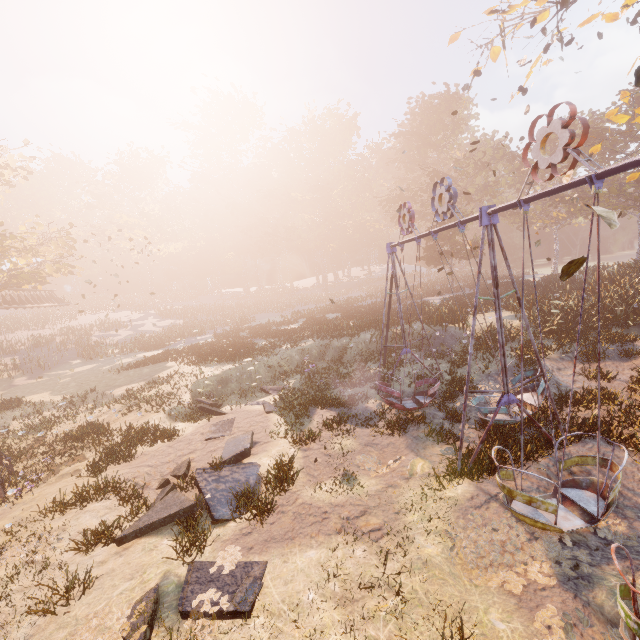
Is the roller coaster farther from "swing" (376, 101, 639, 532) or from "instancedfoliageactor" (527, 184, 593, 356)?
"swing" (376, 101, 639, 532)

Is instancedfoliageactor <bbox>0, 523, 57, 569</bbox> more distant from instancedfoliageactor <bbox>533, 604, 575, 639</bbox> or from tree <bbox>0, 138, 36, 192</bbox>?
tree <bbox>0, 138, 36, 192</bbox>

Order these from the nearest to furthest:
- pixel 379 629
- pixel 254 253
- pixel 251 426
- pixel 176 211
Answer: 1. pixel 379 629
2. pixel 251 426
3. pixel 176 211
4. pixel 254 253

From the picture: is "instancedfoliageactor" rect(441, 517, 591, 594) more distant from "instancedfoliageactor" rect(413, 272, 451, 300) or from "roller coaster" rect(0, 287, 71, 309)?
"roller coaster" rect(0, 287, 71, 309)

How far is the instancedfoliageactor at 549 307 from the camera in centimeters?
1588cm

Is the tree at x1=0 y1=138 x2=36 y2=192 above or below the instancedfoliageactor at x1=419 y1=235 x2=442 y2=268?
above

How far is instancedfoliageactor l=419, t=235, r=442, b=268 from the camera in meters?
35.1

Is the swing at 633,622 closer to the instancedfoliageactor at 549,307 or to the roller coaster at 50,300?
the instancedfoliageactor at 549,307
